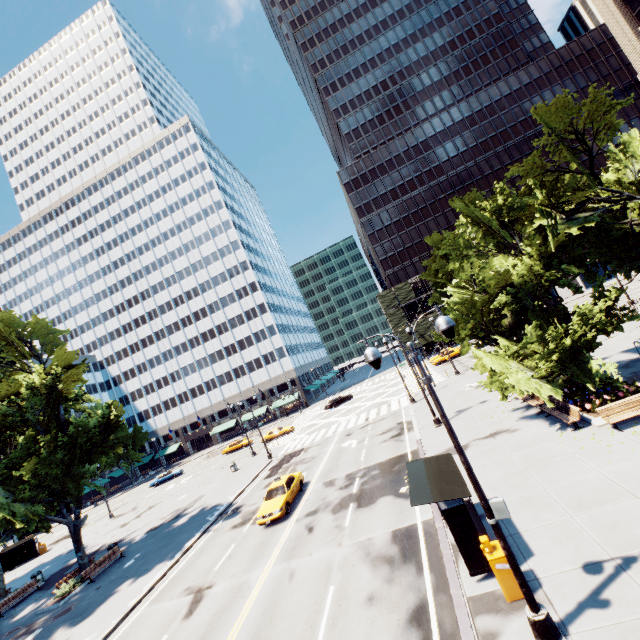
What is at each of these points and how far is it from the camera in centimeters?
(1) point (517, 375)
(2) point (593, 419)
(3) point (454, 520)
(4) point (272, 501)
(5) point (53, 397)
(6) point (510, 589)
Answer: (1) tree, 1580cm
(2) planter, 1430cm
(3) bus stop, 920cm
(4) vehicle, 1991cm
(5) tree, 2280cm
(6) box, 808cm

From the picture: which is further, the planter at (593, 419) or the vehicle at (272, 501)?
the vehicle at (272, 501)

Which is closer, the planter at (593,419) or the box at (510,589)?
the box at (510,589)

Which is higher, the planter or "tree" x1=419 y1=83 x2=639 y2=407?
"tree" x1=419 y1=83 x2=639 y2=407

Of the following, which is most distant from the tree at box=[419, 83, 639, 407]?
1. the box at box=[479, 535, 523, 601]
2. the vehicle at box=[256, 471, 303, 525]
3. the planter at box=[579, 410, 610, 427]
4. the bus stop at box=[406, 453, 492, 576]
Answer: the vehicle at box=[256, 471, 303, 525]

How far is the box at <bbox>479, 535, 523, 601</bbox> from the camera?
8.05m

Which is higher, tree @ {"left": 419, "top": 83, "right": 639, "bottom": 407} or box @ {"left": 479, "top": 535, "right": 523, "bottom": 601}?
tree @ {"left": 419, "top": 83, "right": 639, "bottom": 407}

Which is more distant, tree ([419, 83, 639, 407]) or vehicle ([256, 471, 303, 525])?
vehicle ([256, 471, 303, 525])
